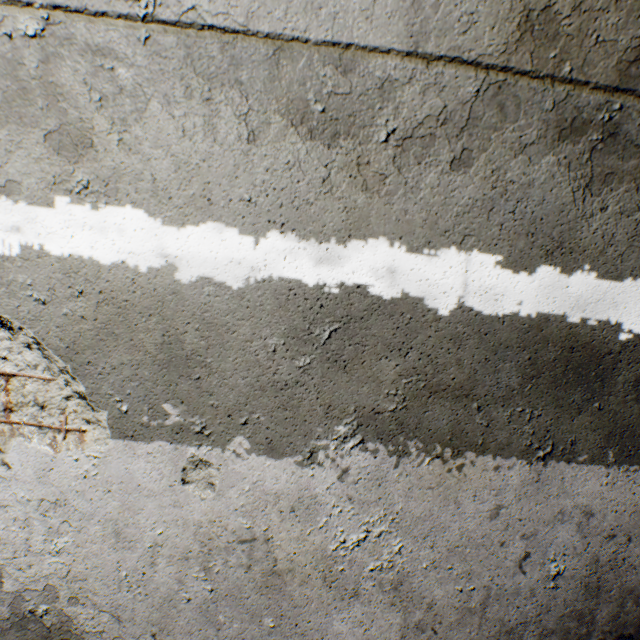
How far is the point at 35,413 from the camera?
0.85m
